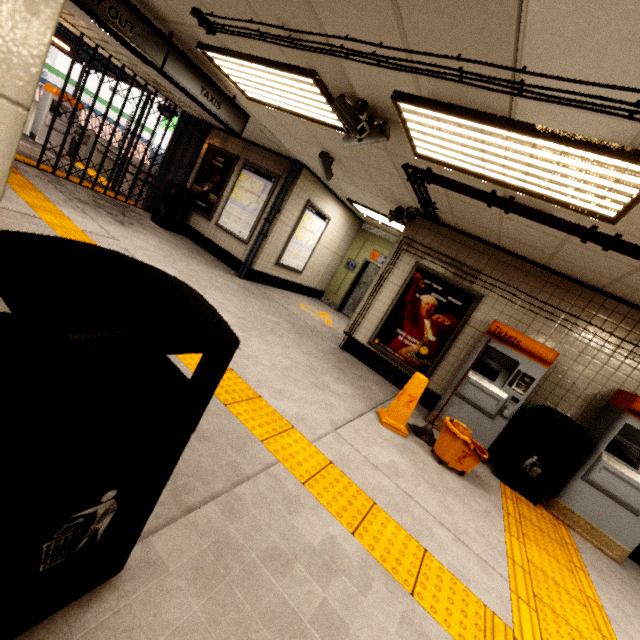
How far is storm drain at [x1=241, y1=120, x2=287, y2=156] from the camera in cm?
656

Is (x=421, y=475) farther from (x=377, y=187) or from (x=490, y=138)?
(x=377, y=187)

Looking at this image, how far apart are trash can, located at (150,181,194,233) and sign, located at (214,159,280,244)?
0.99m

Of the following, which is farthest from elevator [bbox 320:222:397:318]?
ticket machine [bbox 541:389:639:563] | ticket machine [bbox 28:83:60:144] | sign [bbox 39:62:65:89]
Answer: sign [bbox 39:62:65:89]

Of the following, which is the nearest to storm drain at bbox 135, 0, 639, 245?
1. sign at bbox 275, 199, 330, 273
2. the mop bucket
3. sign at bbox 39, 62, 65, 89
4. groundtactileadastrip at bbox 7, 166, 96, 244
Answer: sign at bbox 275, 199, 330, 273

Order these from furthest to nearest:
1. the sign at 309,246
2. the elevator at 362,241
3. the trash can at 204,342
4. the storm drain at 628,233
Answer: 1. the elevator at 362,241
2. the sign at 309,246
3. the storm drain at 628,233
4. the trash can at 204,342

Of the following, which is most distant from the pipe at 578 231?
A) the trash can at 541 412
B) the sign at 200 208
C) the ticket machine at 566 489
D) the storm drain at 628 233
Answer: the sign at 200 208

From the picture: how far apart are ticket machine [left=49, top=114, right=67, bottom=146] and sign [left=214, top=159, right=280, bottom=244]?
7.78m
